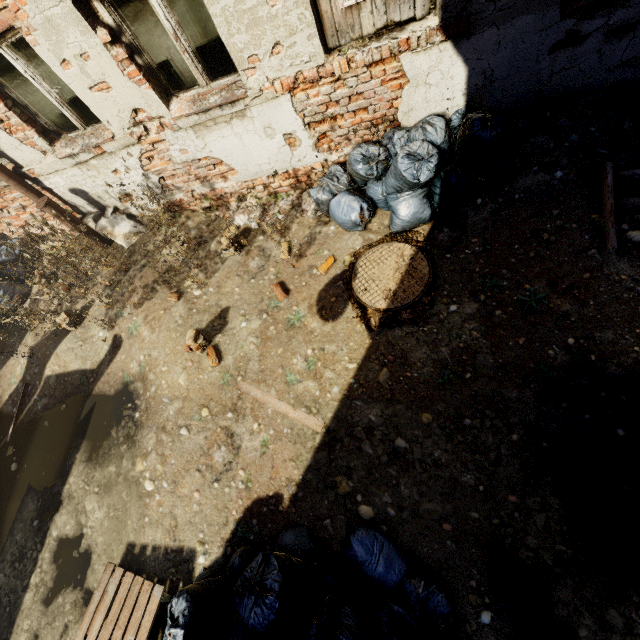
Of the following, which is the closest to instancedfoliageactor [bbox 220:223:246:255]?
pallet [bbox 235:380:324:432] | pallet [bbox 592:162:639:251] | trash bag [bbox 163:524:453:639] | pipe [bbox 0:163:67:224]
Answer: pallet [bbox 235:380:324:432]

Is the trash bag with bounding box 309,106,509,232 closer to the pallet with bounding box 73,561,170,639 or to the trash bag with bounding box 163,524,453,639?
the trash bag with bounding box 163,524,453,639

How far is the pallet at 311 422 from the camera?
3.3m

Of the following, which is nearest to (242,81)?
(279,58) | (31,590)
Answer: (279,58)

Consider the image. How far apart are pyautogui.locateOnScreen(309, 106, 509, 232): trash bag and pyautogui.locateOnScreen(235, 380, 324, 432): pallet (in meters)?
2.24

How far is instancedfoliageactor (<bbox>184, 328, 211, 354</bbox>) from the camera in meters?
3.9 m

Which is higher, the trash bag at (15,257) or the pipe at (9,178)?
the pipe at (9,178)

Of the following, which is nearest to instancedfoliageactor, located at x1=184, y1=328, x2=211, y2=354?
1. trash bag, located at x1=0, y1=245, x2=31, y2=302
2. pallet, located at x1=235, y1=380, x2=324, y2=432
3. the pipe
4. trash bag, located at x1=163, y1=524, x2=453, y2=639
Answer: pallet, located at x1=235, y1=380, x2=324, y2=432
